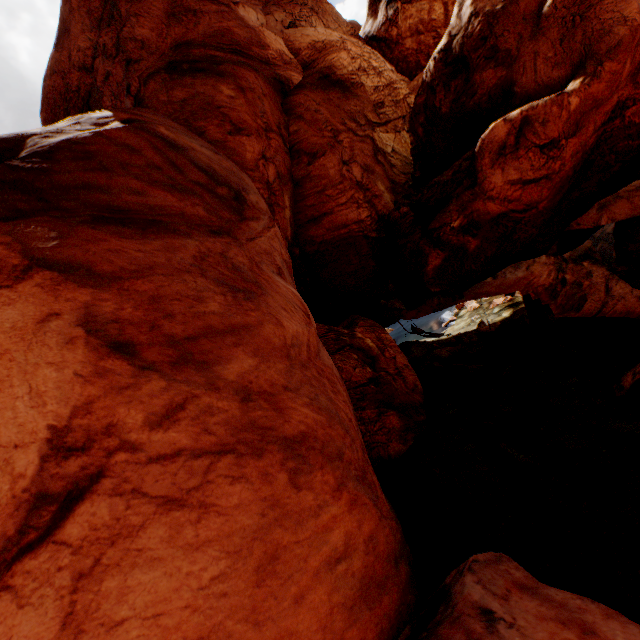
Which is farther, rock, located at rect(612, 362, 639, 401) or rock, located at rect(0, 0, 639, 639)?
rock, located at rect(612, 362, 639, 401)

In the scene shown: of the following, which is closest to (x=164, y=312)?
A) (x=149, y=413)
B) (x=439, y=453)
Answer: (x=149, y=413)

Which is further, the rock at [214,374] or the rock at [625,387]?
the rock at [625,387]

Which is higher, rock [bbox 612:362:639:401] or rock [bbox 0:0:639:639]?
rock [bbox 0:0:639:639]

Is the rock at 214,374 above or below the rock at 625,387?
above
